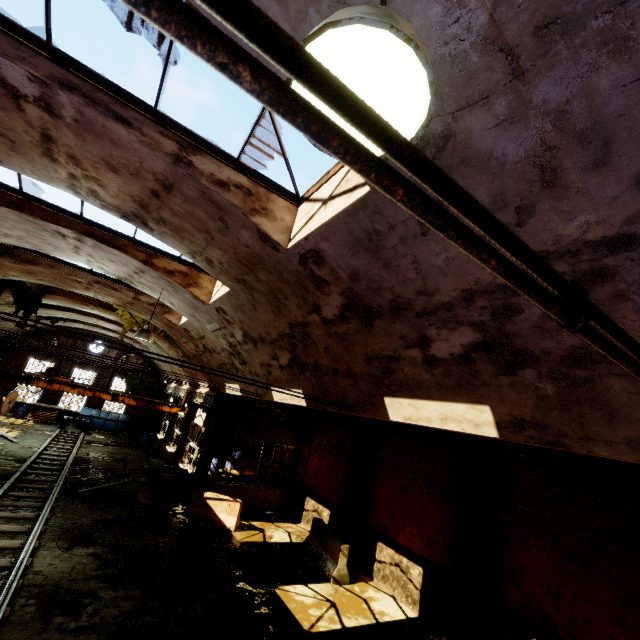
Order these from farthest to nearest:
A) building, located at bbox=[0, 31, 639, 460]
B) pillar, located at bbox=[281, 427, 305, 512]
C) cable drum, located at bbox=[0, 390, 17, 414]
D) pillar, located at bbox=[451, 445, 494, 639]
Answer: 1. cable drum, located at bbox=[0, 390, 17, 414]
2. pillar, located at bbox=[281, 427, 305, 512]
3. pillar, located at bbox=[451, 445, 494, 639]
4. building, located at bbox=[0, 31, 639, 460]

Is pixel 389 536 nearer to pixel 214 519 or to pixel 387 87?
pixel 214 519

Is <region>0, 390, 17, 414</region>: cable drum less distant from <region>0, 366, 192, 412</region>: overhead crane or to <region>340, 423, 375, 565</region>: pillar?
<region>0, 366, 192, 412</region>: overhead crane

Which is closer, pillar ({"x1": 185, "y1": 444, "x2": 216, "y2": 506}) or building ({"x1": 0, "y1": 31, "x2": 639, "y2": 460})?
building ({"x1": 0, "y1": 31, "x2": 639, "y2": 460})

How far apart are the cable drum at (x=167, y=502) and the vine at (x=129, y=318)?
6.68m

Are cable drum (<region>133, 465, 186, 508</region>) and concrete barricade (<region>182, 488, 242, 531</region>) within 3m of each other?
yes

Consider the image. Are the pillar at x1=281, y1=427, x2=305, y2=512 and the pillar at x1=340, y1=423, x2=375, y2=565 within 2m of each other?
no

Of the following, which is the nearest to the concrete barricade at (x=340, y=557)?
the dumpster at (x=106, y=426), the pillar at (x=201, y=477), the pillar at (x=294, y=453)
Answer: the pillar at (x=294, y=453)
